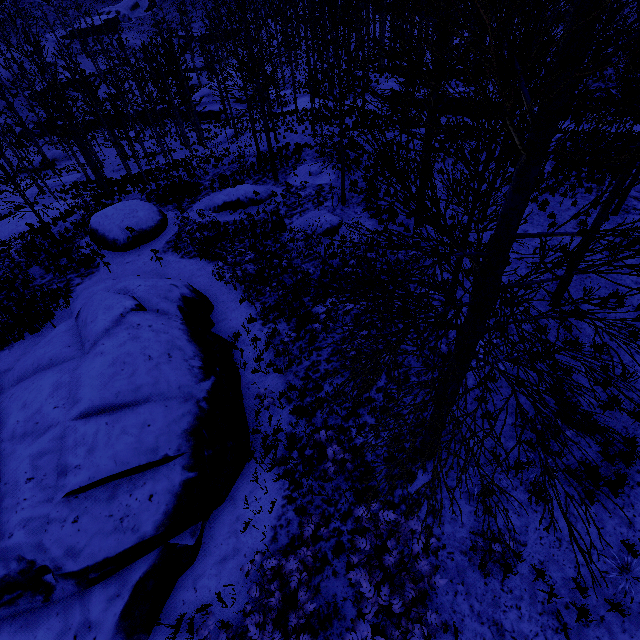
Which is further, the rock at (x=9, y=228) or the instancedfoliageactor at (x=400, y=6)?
the rock at (x=9, y=228)

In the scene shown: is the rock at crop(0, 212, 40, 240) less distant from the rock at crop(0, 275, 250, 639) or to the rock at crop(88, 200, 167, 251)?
the rock at crop(88, 200, 167, 251)

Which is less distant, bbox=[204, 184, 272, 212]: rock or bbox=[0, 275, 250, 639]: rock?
bbox=[0, 275, 250, 639]: rock

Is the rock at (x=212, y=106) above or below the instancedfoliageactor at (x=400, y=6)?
below

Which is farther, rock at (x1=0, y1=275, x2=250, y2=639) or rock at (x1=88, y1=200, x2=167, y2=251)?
rock at (x1=88, y1=200, x2=167, y2=251)

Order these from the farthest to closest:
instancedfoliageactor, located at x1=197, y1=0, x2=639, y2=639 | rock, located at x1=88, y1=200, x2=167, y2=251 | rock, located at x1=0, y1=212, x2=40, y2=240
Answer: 1. rock, located at x1=0, y1=212, x2=40, y2=240
2. rock, located at x1=88, y1=200, x2=167, y2=251
3. instancedfoliageactor, located at x1=197, y1=0, x2=639, y2=639

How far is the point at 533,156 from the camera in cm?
260

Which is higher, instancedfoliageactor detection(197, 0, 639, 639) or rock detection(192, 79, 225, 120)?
instancedfoliageactor detection(197, 0, 639, 639)
